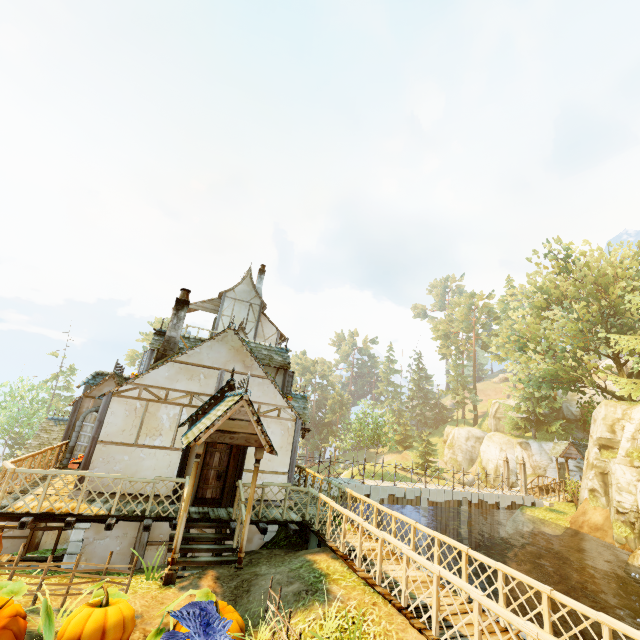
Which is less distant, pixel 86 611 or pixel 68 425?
pixel 86 611

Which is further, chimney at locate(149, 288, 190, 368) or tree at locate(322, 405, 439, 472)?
tree at locate(322, 405, 439, 472)

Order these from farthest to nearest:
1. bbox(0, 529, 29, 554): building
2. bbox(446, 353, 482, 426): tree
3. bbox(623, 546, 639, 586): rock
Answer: bbox(446, 353, 482, 426): tree → bbox(0, 529, 29, 554): building → bbox(623, 546, 639, 586): rock

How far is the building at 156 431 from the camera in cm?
873

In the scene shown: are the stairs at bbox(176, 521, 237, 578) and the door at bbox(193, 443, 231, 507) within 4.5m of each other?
yes

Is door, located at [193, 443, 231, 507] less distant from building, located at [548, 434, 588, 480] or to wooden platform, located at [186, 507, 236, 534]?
wooden platform, located at [186, 507, 236, 534]

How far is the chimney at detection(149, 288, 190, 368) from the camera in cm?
1239

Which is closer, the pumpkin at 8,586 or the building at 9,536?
the pumpkin at 8,586
